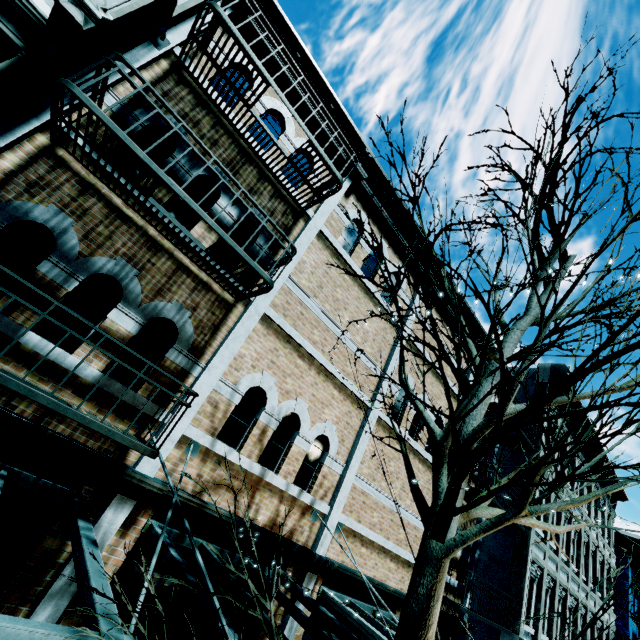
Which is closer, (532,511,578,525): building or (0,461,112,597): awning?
(0,461,112,597): awning

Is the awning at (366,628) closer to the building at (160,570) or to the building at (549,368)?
the building at (160,570)

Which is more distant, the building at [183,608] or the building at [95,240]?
the building at [183,608]

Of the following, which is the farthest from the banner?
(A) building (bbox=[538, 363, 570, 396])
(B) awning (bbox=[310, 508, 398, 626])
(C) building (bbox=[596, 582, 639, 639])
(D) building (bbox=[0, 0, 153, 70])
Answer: (C) building (bbox=[596, 582, 639, 639])

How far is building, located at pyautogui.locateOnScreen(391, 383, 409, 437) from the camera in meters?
8.6 m

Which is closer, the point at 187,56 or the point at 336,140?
the point at 187,56
